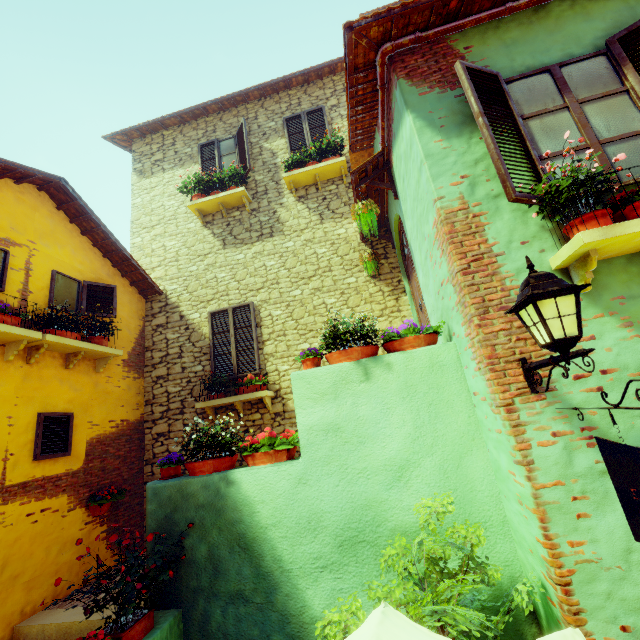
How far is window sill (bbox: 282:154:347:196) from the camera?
7.4m

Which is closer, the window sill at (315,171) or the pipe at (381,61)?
the pipe at (381,61)

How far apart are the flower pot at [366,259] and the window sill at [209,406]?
3.24m

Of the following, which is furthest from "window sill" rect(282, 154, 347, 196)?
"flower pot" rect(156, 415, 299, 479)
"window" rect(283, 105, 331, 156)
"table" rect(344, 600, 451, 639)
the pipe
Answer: "table" rect(344, 600, 451, 639)

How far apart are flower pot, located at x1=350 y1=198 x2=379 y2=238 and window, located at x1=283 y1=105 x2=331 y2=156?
3.6 meters

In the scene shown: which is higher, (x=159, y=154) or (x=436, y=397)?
(x=159, y=154)

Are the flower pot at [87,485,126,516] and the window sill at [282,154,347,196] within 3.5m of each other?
no

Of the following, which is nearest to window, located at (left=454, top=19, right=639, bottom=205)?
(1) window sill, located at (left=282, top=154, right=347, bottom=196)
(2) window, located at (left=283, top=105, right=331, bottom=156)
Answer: (1) window sill, located at (left=282, top=154, right=347, bottom=196)
